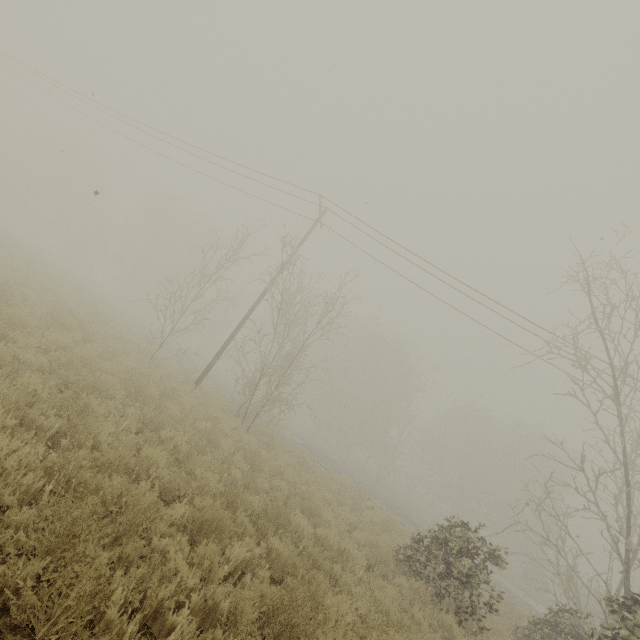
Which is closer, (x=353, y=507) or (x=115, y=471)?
(x=115, y=471)
